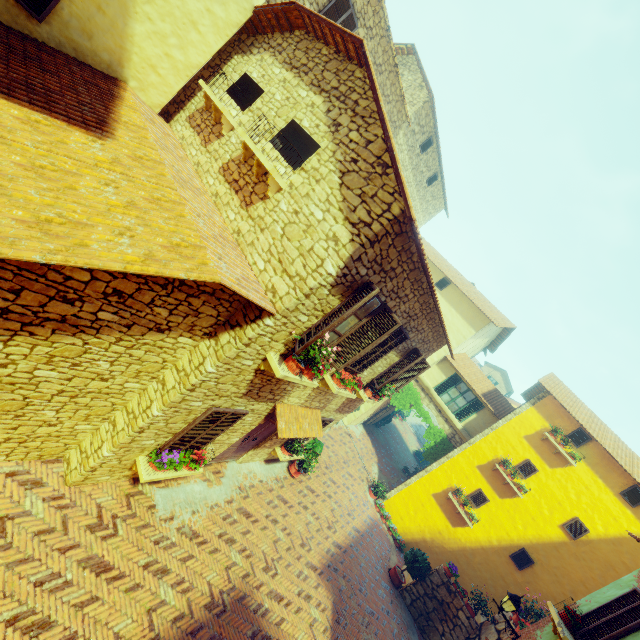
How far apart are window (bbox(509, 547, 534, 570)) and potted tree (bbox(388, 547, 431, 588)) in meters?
3.8

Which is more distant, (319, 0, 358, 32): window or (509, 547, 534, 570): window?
(509, 547, 534, 570): window

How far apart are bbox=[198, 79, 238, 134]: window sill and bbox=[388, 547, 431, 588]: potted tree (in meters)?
15.31

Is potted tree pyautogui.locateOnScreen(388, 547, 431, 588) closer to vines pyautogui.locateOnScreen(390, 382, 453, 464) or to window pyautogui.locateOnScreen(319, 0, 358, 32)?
vines pyautogui.locateOnScreen(390, 382, 453, 464)

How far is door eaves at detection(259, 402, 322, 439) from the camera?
7.53m

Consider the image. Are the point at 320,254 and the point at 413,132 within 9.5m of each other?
no

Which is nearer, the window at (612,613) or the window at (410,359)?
the window at (612,613)
